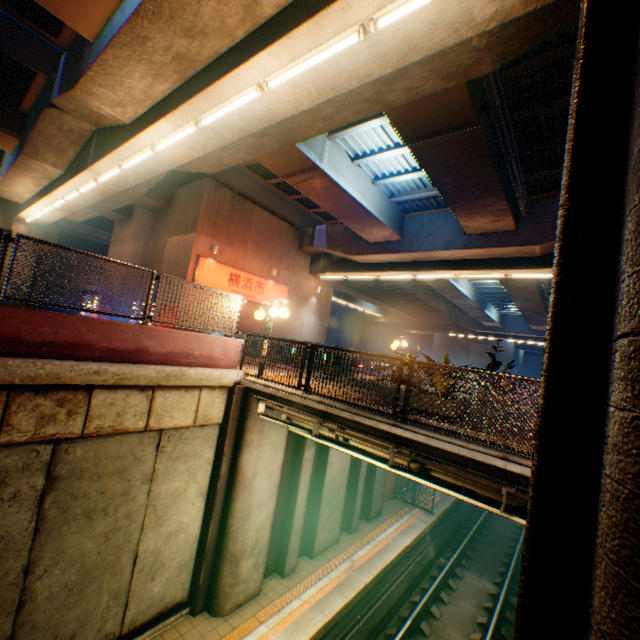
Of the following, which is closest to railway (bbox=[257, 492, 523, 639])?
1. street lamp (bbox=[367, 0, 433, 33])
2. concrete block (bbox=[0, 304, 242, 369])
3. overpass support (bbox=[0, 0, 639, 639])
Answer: overpass support (bbox=[0, 0, 639, 639])

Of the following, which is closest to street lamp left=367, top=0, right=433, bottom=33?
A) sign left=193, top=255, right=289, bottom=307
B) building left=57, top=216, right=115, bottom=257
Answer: sign left=193, top=255, right=289, bottom=307

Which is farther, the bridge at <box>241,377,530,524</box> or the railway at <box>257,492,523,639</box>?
the railway at <box>257,492,523,639</box>

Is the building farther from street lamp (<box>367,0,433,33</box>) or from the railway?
the railway

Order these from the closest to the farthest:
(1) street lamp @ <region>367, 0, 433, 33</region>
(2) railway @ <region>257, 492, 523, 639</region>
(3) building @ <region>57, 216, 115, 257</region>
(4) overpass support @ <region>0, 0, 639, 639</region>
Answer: (4) overpass support @ <region>0, 0, 639, 639</region> < (1) street lamp @ <region>367, 0, 433, 33</region> < (2) railway @ <region>257, 492, 523, 639</region> < (3) building @ <region>57, 216, 115, 257</region>

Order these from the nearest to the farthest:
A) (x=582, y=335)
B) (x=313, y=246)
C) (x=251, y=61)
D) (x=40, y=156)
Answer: (x=582, y=335), (x=251, y=61), (x=40, y=156), (x=313, y=246)

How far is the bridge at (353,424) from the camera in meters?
5.1 m

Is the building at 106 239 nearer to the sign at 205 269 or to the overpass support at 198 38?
the overpass support at 198 38
